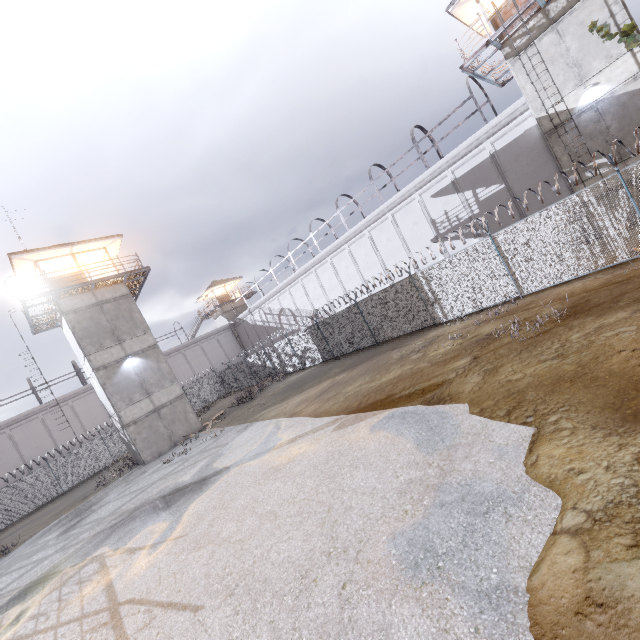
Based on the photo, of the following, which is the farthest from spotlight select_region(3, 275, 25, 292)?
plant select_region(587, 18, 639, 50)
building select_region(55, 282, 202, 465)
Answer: plant select_region(587, 18, 639, 50)

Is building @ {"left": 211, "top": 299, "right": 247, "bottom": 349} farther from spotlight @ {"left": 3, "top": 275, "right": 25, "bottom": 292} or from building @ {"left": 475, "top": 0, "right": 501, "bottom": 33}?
building @ {"left": 475, "top": 0, "right": 501, "bottom": 33}

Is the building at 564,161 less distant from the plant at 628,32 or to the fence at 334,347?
the plant at 628,32

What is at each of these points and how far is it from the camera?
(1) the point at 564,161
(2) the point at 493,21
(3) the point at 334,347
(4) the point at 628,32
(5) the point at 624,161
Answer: (1) building, 16.1m
(2) building, 15.9m
(3) fence, 21.6m
(4) plant, 13.2m
(5) building, 14.7m

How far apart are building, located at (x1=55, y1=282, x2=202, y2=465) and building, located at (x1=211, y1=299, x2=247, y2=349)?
23.6 meters

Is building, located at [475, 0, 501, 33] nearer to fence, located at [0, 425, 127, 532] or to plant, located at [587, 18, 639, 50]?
plant, located at [587, 18, 639, 50]

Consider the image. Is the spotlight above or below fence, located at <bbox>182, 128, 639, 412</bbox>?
above

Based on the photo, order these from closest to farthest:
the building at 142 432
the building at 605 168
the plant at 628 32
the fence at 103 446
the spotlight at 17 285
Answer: the plant at 628 32, the building at 605 168, the spotlight at 17 285, the building at 142 432, the fence at 103 446
